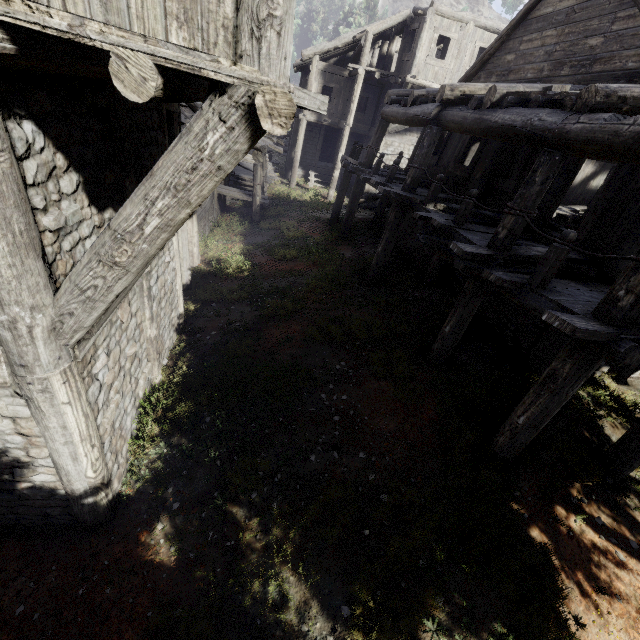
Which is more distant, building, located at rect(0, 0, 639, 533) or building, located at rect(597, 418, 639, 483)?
building, located at rect(597, 418, 639, 483)

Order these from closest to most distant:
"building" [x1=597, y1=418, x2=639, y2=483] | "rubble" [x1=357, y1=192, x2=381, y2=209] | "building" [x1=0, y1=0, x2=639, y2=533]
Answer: "building" [x1=0, y1=0, x2=639, y2=533], "building" [x1=597, y1=418, x2=639, y2=483], "rubble" [x1=357, y1=192, x2=381, y2=209]

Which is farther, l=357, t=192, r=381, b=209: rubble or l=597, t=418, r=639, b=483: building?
l=357, t=192, r=381, b=209: rubble

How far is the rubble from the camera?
20.2 meters

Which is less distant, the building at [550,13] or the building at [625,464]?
the building at [550,13]

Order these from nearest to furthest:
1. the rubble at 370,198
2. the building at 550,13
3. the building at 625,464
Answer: the building at 550,13 → the building at 625,464 → the rubble at 370,198

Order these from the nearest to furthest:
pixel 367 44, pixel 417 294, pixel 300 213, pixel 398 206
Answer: pixel 398 206, pixel 417 294, pixel 367 44, pixel 300 213
